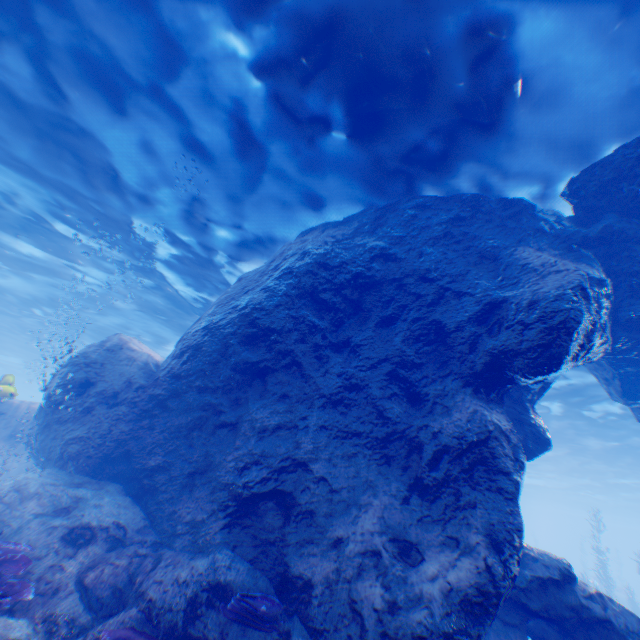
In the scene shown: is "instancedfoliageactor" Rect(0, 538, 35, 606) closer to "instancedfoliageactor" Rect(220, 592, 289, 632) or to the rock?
the rock

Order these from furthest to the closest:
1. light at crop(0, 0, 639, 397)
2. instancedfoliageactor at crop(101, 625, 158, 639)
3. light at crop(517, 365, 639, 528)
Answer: light at crop(517, 365, 639, 528), light at crop(0, 0, 639, 397), instancedfoliageactor at crop(101, 625, 158, 639)

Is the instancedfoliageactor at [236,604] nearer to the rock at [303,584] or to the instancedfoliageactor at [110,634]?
the rock at [303,584]

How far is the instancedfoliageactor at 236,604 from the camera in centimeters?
457cm

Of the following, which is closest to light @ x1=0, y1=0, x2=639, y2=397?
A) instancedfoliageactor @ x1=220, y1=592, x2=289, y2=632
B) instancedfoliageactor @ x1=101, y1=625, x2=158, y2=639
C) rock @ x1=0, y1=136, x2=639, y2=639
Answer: rock @ x1=0, y1=136, x2=639, y2=639

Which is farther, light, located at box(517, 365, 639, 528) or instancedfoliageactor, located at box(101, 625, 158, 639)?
light, located at box(517, 365, 639, 528)

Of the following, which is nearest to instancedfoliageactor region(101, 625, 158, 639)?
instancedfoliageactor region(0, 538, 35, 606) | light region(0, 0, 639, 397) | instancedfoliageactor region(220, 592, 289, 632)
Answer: instancedfoliageactor region(0, 538, 35, 606)

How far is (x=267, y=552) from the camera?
5.66m
